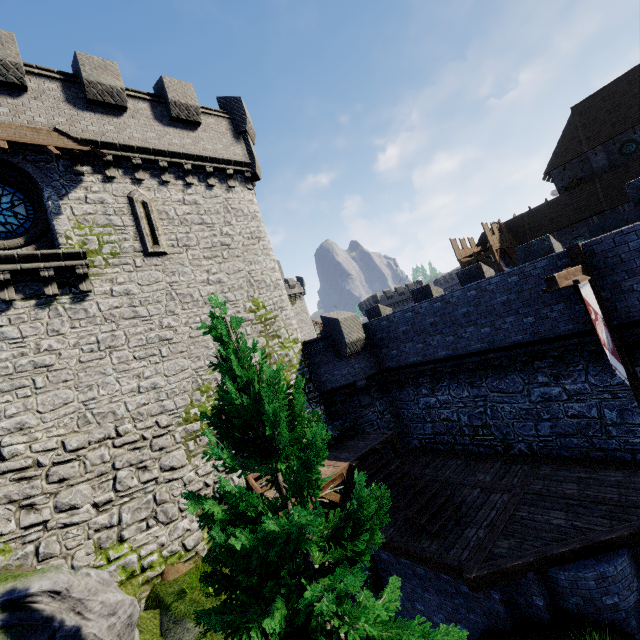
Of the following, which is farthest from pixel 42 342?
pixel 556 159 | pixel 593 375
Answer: pixel 556 159

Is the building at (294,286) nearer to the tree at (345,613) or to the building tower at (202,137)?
the building tower at (202,137)

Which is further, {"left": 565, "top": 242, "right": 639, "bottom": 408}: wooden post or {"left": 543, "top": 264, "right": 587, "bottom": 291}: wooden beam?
{"left": 565, "top": 242, "right": 639, "bottom": 408}: wooden post

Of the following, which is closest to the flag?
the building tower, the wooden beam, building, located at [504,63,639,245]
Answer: the wooden beam

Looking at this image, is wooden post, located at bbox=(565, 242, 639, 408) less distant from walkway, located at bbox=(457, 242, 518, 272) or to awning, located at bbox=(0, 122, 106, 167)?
awning, located at bbox=(0, 122, 106, 167)

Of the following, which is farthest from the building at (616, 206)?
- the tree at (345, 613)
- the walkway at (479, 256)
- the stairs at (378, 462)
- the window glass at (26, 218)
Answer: the window glass at (26, 218)

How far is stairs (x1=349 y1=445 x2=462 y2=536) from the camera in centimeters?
1006cm

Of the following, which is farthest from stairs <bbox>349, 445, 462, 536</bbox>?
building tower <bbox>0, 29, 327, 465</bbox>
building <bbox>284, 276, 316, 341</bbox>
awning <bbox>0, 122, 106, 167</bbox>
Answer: building <bbox>284, 276, 316, 341</bbox>
